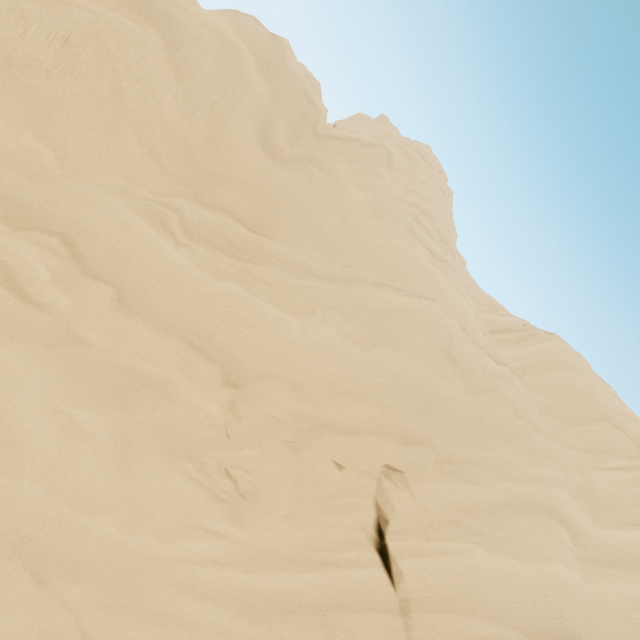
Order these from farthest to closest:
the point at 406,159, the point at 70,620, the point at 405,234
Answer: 1. the point at 406,159
2. the point at 405,234
3. the point at 70,620
